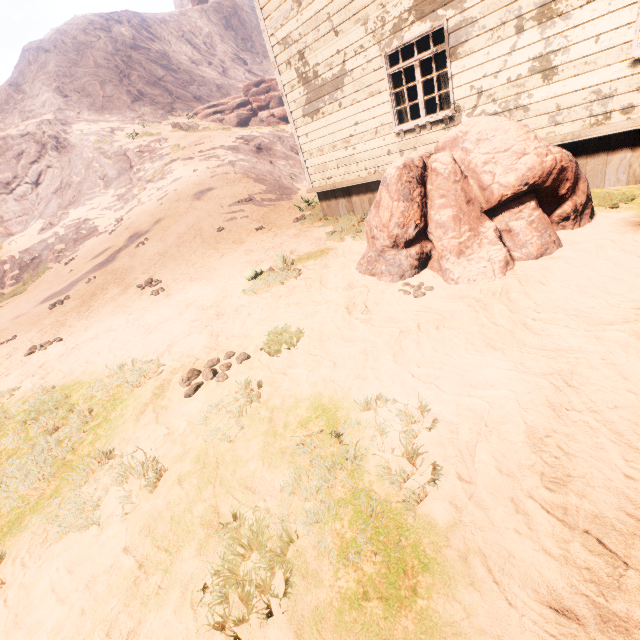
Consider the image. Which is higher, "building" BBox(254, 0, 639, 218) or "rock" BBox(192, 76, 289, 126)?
"rock" BBox(192, 76, 289, 126)

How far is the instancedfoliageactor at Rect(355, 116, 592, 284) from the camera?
4.3m

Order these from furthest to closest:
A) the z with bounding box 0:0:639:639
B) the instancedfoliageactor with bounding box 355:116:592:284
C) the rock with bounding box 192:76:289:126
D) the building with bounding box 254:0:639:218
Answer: the rock with bounding box 192:76:289:126 < the building with bounding box 254:0:639:218 < the instancedfoliageactor with bounding box 355:116:592:284 < the z with bounding box 0:0:639:639

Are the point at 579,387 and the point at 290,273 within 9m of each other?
yes

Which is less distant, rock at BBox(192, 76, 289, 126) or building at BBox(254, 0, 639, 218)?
building at BBox(254, 0, 639, 218)

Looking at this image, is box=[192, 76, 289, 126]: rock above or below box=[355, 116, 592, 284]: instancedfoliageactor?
above

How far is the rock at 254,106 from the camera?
29.94m

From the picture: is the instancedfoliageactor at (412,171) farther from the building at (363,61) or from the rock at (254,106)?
the rock at (254,106)
